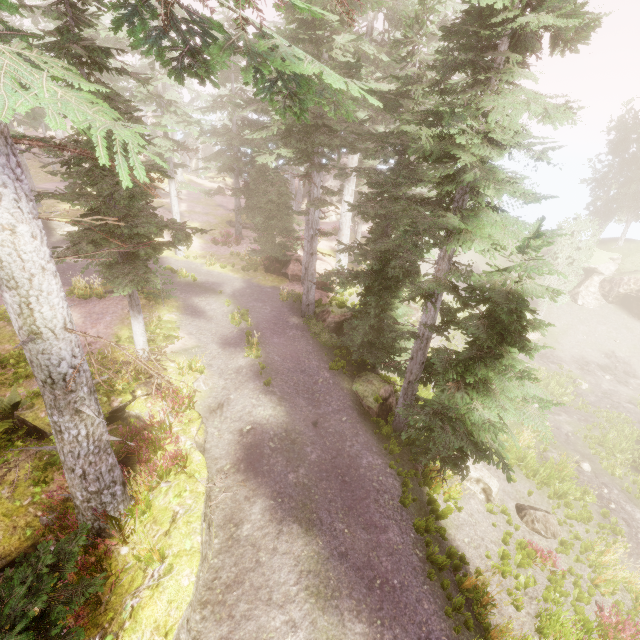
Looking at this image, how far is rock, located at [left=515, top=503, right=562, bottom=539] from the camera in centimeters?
1278cm

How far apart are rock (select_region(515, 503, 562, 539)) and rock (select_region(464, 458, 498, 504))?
0.8m

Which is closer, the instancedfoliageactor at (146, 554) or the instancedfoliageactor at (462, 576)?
the instancedfoliageactor at (146, 554)

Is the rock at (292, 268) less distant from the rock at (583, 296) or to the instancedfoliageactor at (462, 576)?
the instancedfoliageactor at (462, 576)

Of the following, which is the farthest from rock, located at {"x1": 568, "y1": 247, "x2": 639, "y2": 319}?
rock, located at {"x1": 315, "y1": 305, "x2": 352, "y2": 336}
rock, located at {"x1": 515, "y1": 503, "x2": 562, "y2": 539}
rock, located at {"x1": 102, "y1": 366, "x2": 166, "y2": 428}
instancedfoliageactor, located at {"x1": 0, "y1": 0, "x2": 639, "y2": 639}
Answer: rock, located at {"x1": 102, "y1": 366, "x2": 166, "y2": 428}

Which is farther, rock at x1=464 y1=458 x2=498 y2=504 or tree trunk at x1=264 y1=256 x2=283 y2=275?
tree trunk at x1=264 y1=256 x2=283 y2=275

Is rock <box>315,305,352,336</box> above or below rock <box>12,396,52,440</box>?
below

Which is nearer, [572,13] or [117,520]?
[572,13]
